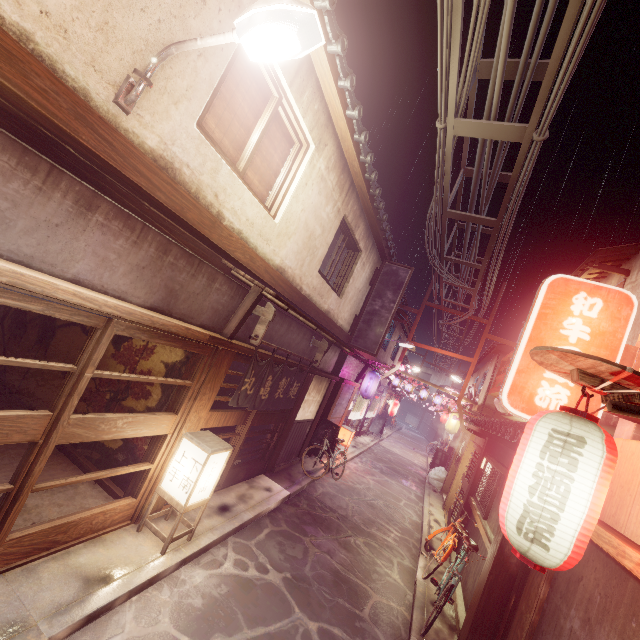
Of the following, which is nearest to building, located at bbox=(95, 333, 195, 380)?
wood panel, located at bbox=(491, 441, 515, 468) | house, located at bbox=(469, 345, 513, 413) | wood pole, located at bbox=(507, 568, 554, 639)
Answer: wood pole, located at bbox=(507, 568, 554, 639)

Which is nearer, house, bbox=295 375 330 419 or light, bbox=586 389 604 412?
light, bbox=586 389 604 412

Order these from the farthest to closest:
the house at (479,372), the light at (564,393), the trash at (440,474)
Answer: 1. the house at (479,372)
2. the trash at (440,474)
3. the light at (564,393)

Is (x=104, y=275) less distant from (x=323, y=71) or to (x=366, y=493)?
(x=323, y=71)

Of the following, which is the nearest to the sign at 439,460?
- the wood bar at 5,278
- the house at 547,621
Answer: the wood bar at 5,278

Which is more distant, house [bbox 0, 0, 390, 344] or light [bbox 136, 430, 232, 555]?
light [bbox 136, 430, 232, 555]

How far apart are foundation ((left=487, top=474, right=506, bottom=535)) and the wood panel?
0.3m

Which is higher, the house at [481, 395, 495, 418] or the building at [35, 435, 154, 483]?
the house at [481, 395, 495, 418]
